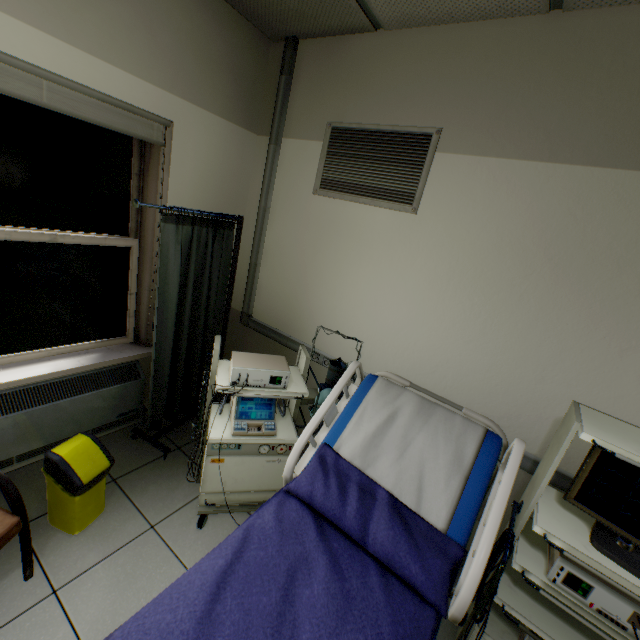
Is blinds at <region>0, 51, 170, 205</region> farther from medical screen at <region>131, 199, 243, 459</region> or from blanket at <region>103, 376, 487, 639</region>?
blanket at <region>103, 376, 487, 639</region>

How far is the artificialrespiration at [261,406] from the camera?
1.9 meters

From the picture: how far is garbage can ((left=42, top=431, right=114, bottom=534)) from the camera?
1.7 meters

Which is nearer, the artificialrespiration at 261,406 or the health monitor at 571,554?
the health monitor at 571,554

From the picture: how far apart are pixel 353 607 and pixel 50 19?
2.9m

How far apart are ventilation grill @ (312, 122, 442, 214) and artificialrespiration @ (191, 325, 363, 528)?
1.1m

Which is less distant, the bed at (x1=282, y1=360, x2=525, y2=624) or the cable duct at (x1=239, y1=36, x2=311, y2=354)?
the bed at (x1=282, y1=360, x2=525, y2=624)

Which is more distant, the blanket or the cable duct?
the cable duct
